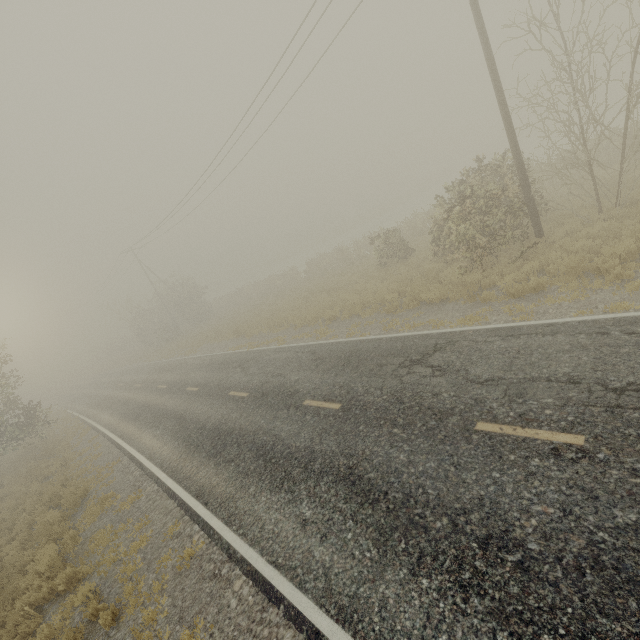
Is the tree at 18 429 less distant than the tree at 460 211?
No

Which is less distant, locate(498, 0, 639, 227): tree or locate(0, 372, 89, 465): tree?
locate(498, 0, 639, 227): tree

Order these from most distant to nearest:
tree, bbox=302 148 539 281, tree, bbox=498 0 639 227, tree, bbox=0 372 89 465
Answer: tree, bbox=0 372 89 465 < tree, bbox=302 148 539 281 < tree, bbox=498 0 639 227

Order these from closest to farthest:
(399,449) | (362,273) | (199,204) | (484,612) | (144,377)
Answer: (484,612), (399,449), (362,273), (144,377), (199,204)

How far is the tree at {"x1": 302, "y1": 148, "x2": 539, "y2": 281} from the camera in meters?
11.3 m
